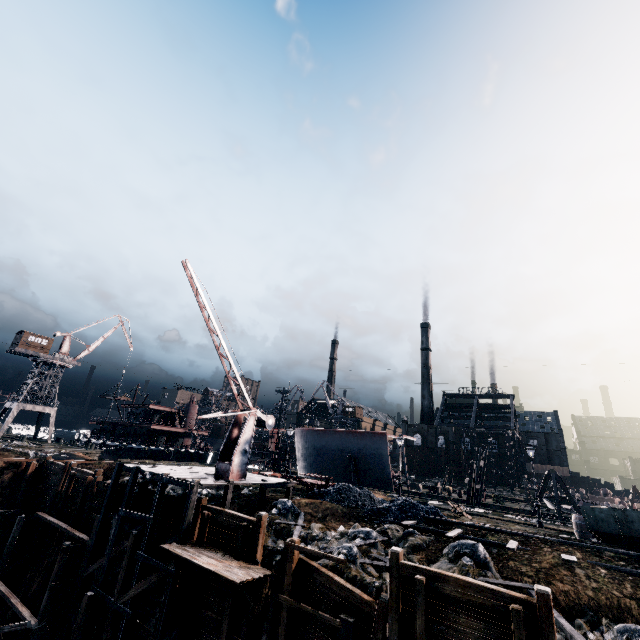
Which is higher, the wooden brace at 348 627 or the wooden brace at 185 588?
the wooden brace at 348 627

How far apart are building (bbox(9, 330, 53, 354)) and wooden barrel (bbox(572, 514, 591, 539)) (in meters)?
75.36

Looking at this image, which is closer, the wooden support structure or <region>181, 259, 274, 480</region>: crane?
the wooden support structure

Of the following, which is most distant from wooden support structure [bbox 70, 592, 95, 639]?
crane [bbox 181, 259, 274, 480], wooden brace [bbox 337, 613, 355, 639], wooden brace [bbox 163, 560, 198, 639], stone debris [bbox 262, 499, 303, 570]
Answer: wooden brace [bbox 337, 613, 355, 639]

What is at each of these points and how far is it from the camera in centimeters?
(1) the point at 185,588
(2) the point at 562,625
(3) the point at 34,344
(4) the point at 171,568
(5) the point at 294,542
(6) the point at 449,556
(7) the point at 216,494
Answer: (1) wooden brace, 1580cm
(2) wooden scaffolding, 1058cm
(3) building, 5609cm
(4) wooden scaffolding, 1591cm
(5) wooden scaffolding, 1394cm
(6) stone debris, 1488cm
(7) stone debris, 2383cm

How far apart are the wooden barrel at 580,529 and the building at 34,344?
75.4 meters

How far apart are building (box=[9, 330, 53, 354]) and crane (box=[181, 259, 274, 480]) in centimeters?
5501cm

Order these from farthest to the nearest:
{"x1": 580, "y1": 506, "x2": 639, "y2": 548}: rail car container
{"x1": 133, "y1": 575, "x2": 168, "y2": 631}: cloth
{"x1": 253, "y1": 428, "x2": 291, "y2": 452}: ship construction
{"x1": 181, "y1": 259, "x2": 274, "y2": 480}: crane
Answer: {"x1": 253, "y1": 428, "x2": 291, "y2": 452}: ship construction → {"x1": 181, "y1": 259, "x2": 274, "y2": 480}: crane → {"x1": 133, "y1": 575, "x2": 168, "y2": 631}: cloth → {"x1": 580, "y1": 506, "x2": 639, "y2": 548}: rail car container
